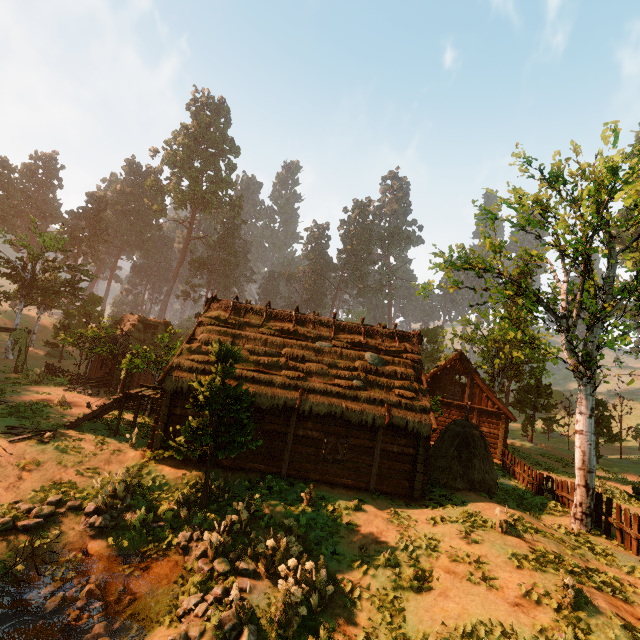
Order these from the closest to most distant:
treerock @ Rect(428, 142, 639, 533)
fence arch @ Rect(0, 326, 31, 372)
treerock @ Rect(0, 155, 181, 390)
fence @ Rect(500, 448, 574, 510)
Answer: treerock @ Rect(428, 142, 639, 533) < fence @ Rect(500, 448, 574, 510) < treerock @ Rect(0, 155, 181, 390) < fence arch @ Rect(0, 326, 31, 372)

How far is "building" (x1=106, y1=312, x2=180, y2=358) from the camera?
28.2m

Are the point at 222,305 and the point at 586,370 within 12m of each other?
no

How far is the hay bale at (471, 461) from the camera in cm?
1476

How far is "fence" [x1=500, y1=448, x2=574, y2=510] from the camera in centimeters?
1494cm

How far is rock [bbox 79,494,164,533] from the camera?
10.27m

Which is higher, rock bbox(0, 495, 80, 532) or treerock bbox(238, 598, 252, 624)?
treerock bbox(238, 598, 252, 624)

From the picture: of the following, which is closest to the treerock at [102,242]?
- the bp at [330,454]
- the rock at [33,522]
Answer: the rock at [33,522]
